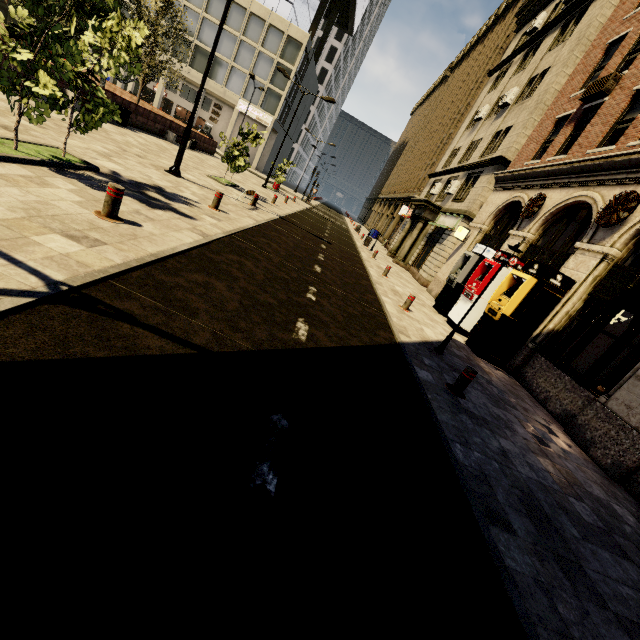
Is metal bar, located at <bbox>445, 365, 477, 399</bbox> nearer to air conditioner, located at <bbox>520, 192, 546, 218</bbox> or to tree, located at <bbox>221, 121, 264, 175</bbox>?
tree, located at <bbox>221, 121, 264, 175</bbox>

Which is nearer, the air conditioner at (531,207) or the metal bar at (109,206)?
the metal bar at (109,206)

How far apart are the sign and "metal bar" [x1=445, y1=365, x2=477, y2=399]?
15.29m

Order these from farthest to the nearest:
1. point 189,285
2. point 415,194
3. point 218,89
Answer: point 218,89 → point 415,194 → point 189,285

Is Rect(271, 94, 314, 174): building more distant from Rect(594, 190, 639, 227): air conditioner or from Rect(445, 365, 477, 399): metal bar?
Rect(445, 365, 477, 399): metal bar

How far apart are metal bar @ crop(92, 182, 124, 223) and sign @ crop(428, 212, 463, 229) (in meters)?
17.96

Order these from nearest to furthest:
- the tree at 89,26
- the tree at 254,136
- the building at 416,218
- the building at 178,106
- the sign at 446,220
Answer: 1. the tree at 89,26
2. the building at 416,218
3. the tree at 254,136
4. the sign at 446,220
5. the building at 178,106

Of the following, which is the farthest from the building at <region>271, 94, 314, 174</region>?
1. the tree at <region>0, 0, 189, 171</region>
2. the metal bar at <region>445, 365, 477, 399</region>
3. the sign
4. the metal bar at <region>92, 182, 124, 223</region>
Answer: the metal bar at <region>92, 182, 124, 223</region>
